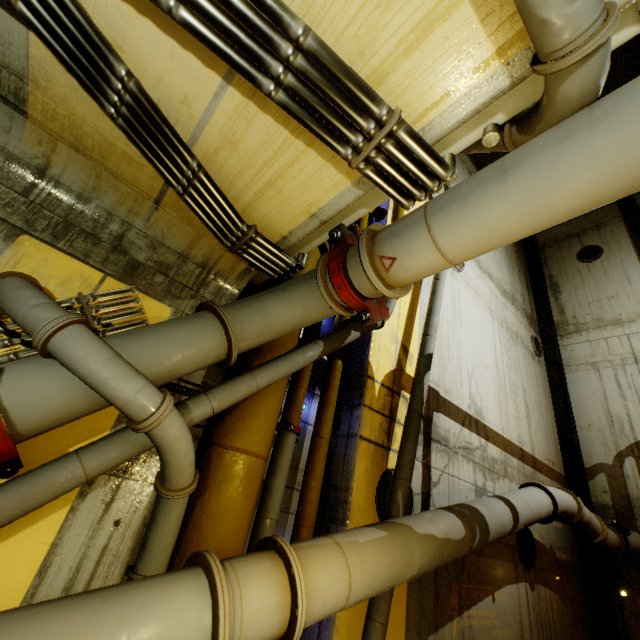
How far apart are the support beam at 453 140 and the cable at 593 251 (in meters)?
13.60

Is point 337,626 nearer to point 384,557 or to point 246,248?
point 384,557

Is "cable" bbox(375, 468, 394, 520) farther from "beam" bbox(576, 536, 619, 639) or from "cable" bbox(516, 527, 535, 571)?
"beam" bbox(576, 536, 619, 639)

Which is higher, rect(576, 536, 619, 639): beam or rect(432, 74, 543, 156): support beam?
rect(432, 74, 543, 156): support beam

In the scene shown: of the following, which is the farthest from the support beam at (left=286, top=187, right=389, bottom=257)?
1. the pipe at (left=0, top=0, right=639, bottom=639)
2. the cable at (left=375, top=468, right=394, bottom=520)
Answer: the cable at (left=375, top=468, right=394, bottom=520)

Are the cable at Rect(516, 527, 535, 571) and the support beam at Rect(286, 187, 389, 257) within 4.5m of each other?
no

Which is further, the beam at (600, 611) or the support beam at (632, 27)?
the beam at (600, 611)

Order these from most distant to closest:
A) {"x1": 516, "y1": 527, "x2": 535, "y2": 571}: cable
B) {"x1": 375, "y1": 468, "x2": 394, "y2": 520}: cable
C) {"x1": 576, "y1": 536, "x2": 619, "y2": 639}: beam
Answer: {"x1": 576, "y1": 536, "x2": 619, "y2": 639}: beam → {"x1": 516, "y1": 527, "x2": 535, "y2": 571}: cable → {"x1": 375, "y1": 468, "x2": 394, "y2": 520}: cable
